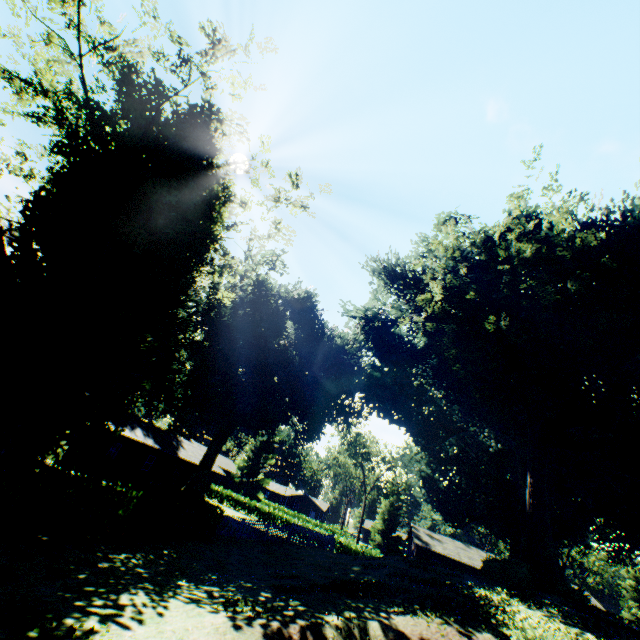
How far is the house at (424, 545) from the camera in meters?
39.3

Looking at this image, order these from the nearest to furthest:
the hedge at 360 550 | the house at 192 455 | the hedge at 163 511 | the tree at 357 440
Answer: the hedge at 163 511, the house at 192 455, the hedge at 360 550, the tree at 357 440

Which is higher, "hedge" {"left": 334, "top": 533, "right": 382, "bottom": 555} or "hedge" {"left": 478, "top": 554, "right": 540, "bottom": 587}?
"hedge" {"left": 478, "top": 554, "right": 540, "bottom": 587}

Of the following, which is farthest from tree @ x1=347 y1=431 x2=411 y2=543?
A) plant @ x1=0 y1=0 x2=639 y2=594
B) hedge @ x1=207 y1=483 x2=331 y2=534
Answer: plant @ x1=0 y1=0 x2=639 y2=594

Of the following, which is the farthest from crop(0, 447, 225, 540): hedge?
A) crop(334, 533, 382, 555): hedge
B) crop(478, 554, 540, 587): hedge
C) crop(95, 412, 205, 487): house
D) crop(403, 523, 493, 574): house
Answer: crop(403, 523, 493, 574): house

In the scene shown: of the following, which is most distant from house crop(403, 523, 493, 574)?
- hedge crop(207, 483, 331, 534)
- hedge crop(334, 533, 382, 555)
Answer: hedge crop(207, 483, 331, 534)

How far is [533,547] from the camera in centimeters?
1814cm

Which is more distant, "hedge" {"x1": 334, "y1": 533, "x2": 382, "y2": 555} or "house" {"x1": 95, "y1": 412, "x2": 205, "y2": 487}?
"hedge" {"x1": 334, "y1": 533, "x2": 382, "y2": 555}
